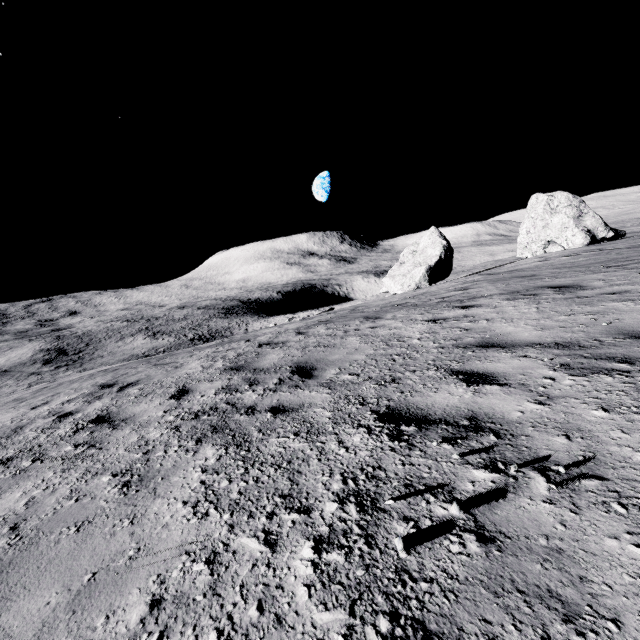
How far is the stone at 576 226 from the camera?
26.5m

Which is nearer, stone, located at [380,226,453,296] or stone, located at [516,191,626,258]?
stone, located at [516,191,626,258]

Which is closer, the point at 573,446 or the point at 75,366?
the point at 573,446

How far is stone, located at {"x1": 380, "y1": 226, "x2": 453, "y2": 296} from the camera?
29.11m

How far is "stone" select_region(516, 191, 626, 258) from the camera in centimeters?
2655cm

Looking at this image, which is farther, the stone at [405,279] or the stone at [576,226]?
the stone at [405,279]
